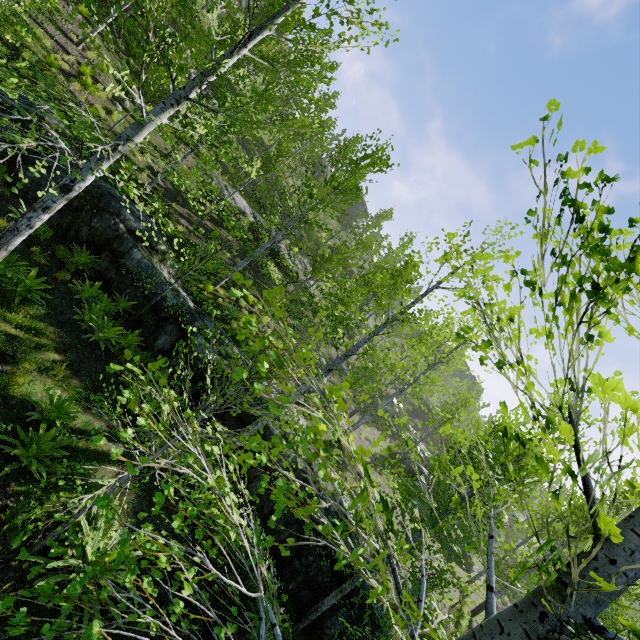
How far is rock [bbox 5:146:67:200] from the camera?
9.8 meters

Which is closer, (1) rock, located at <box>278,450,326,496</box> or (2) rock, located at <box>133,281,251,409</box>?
(1) rock, located at <box>278,450,326,496</box>

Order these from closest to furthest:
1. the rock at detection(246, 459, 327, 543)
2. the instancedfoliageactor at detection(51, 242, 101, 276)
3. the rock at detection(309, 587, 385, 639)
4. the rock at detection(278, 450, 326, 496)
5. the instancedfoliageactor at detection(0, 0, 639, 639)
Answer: the instancedfoliageactor at detection(0, 0, 639, 639), the rock at detection(309, 587, 385, 639), the rock at detection(246, 459, 327, 543), the rock at detection(278, 450, 326, 496), the instancedfoliageactor at detection(51, 242, 101, 276)

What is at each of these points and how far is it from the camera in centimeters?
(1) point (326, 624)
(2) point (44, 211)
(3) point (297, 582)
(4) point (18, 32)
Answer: (1) rock, 734cm
(2) instancedfoliageactor, 609cm
(3) rock, 770cm
(4) instancedfoliageactor, 719cm

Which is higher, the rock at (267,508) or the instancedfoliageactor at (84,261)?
the rock at (267,508)

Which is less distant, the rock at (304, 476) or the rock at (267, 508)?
the rock at (267, 508)
